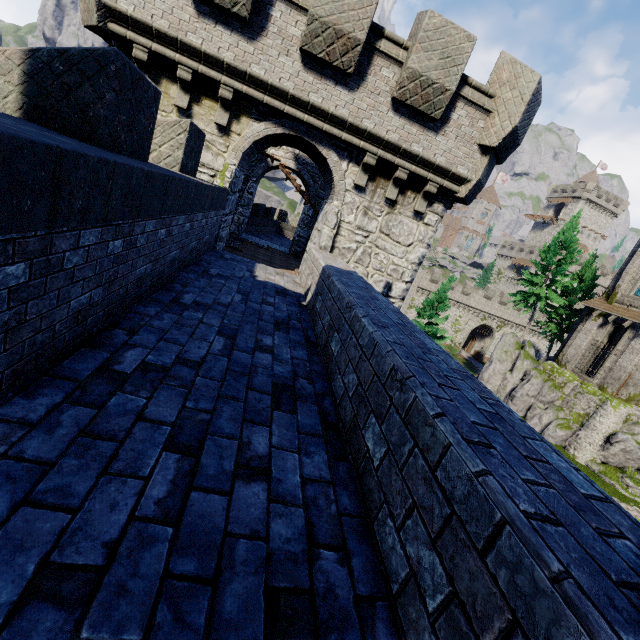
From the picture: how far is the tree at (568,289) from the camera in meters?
30.2 m

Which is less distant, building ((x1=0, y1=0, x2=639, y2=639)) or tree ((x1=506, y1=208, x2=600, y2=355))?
building ((x1=0, y1=0, x2=639, y2=639))

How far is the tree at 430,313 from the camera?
30.0m

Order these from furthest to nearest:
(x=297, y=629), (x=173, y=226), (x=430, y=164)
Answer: (x=430, y=164) < (x=173, y=226) < (x=297, y=629)

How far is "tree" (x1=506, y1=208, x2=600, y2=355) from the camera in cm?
3017

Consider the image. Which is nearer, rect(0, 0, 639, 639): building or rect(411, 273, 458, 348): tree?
rect(0, 0, 639, 639): building

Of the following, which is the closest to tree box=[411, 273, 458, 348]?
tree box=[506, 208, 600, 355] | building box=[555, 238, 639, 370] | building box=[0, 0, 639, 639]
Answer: tree box=[506, 208, 600, 355]

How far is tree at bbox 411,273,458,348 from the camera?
30.0 meters
